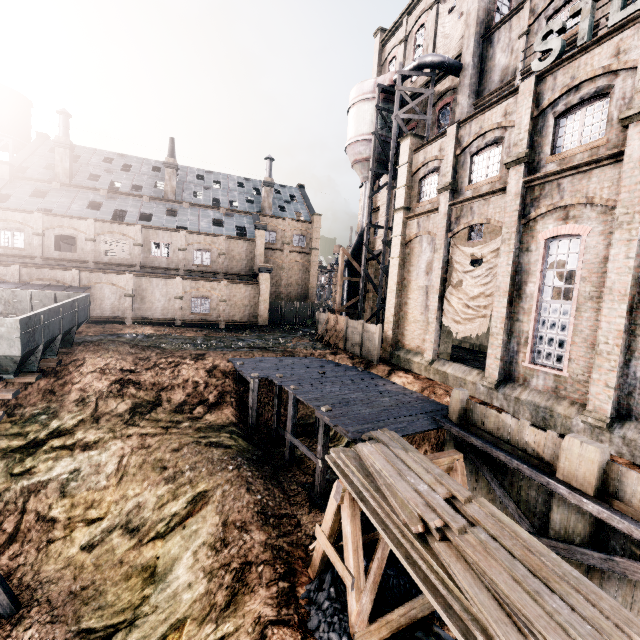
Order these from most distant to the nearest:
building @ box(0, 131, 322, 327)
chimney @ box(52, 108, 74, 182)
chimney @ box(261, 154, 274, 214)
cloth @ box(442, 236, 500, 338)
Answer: chimney @ box(261, 154, 274, 214) < chimney @ box(52, 108, 74, 182) < building @ box(0, 131, 322, 327) < cloth @ box(442, 236, 500, 338)

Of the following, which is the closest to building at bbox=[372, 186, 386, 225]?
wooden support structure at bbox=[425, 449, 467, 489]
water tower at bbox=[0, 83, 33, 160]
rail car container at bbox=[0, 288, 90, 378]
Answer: water tower at bbox=[0, 83, 33, 160]

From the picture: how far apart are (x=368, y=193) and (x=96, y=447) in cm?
2562

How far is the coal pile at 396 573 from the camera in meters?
9.4

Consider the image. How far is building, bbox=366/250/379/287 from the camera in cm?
3225

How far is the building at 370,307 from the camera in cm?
3256

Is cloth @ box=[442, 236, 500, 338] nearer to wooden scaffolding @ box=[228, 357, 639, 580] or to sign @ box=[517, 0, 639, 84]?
wooden scaffolding @ box=[228, 357, 639, 580]
